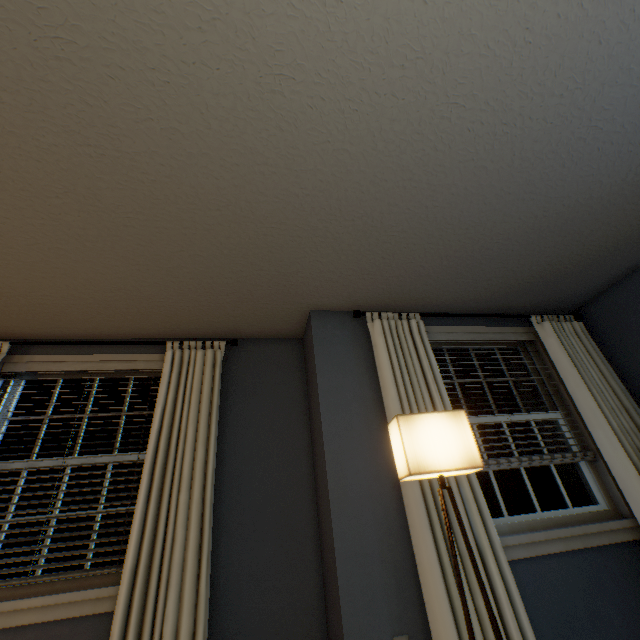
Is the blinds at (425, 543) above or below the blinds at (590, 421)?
below

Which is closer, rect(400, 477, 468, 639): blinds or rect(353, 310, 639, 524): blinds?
rect(400, 477, 468, 639): blinds

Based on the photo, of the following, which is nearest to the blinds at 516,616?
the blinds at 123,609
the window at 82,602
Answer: the blinds at 123,609

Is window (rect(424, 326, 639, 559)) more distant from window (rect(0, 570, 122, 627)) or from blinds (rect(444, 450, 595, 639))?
window (rect(0, 570, 122, 627))

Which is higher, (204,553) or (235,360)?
(235,360)

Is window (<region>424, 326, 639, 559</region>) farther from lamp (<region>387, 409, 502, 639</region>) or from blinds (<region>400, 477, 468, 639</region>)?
lamp (<region>387, 409, 502, 639</region>)

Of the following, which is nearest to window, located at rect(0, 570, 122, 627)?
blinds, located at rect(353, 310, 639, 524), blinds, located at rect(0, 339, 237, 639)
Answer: blinds, located at rect(0, 339, 237, 639)
